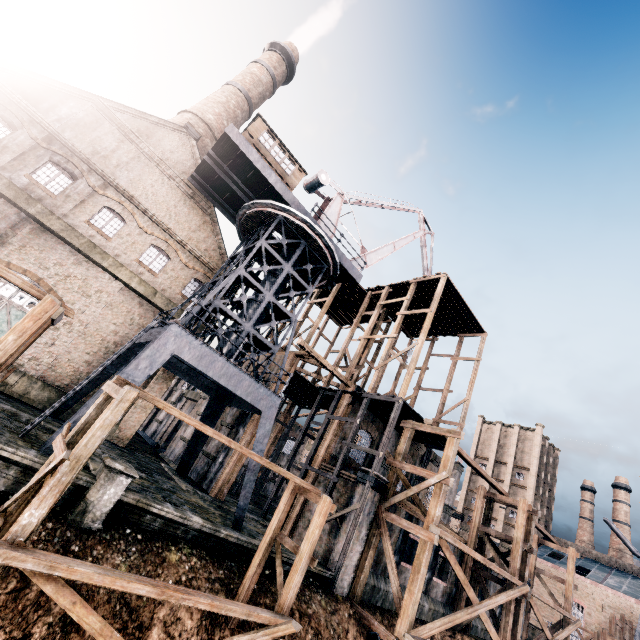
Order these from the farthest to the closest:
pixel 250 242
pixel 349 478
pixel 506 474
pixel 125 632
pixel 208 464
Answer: pixel 506 474 → pixel 208 464 → pixel 250 242 → pixel 349 478 → pixel 125 632

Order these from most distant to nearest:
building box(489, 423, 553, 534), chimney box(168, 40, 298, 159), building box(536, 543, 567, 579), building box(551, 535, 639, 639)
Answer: building box(489, 423, 553, 534), building box(536, 543, 567, 579), building box(551, 535, 639, 639), chimney box(168, 40, 298, 159)

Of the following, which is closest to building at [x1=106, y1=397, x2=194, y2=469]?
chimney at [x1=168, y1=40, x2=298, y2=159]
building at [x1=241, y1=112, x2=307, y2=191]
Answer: chimney at [x1=168, y1=40, x2=298, y2=159]

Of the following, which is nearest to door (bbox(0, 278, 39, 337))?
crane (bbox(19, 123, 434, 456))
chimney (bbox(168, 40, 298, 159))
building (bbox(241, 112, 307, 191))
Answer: crane (bbox(19, 123, 434, 456))

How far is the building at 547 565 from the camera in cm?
4606

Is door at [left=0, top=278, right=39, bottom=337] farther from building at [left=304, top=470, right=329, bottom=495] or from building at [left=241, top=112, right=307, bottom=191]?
building at [left=241, top=112, right=307, bottom=191]

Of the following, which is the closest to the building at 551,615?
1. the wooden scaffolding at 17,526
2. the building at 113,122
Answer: the building at 113,122

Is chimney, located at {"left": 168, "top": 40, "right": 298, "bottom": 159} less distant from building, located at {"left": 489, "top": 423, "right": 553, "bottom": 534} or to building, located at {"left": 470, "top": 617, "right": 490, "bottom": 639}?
building, located at {"left": 470, "top": 617, "right": 490, "bottom": 639}
